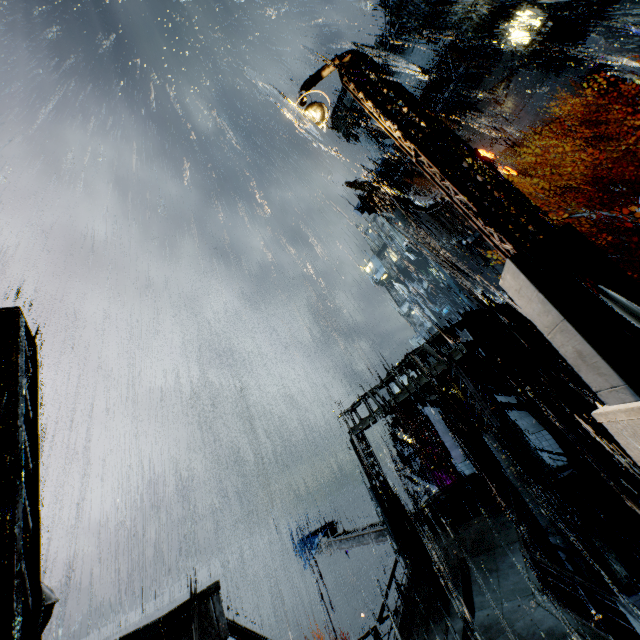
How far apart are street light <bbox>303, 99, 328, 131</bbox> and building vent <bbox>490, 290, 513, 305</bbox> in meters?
35.6

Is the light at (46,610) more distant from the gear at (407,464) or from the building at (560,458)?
the gear at (407,464)

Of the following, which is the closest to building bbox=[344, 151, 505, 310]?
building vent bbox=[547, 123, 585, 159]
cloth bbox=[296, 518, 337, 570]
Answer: building vent bbox=[547, 123, 585, 159]

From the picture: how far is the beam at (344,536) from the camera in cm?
1656

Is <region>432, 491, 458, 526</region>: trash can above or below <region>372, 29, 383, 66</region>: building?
below

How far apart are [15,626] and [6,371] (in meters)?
2.15

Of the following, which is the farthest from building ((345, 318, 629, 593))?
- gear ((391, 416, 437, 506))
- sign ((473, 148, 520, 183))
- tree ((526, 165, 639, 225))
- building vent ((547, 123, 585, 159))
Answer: tree ((526, 165, 639, 225))

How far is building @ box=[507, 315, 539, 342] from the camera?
19.88m
